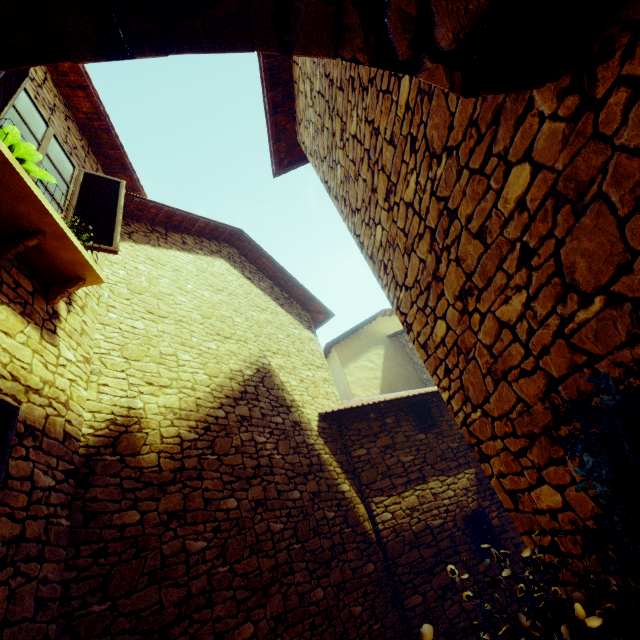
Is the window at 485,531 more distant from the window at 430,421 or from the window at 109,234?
the window at 109,234

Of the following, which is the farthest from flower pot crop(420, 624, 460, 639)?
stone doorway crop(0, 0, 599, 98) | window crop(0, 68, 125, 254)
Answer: window crop(0, 68, 125, 254)

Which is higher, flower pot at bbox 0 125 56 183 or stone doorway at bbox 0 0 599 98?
flower pot at bbox 0 125 56 183

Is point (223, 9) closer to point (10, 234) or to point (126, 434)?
point (10, 234)

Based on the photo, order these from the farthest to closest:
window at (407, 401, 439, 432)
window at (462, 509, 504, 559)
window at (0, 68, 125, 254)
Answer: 1. window at (407, 401, 439, 432)
2. window at (462, 509, 504, 559)
3. window at (0, 68, 125, 254)

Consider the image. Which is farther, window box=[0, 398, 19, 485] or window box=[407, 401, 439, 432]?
window box=[407, 401, 439, 432]

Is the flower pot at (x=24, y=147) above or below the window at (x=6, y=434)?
above

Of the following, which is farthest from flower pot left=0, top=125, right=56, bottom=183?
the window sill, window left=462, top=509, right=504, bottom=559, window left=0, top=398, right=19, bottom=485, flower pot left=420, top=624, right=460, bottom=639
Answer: window left=462, top=509, right=504, bottom=559
